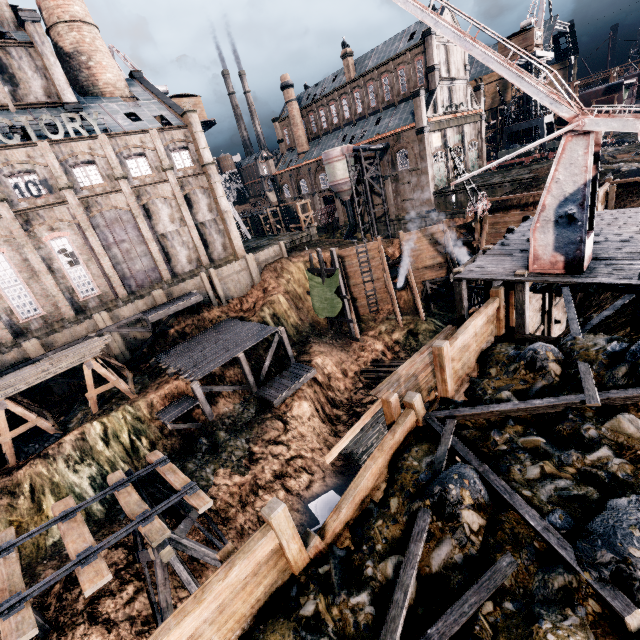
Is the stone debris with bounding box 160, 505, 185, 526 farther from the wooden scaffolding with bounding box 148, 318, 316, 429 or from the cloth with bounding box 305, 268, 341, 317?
the cloth with bounding box 305, 268, 341, 317

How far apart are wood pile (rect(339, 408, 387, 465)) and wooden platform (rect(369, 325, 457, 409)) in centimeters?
1342cm

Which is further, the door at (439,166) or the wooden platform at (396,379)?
the door at (439,166)

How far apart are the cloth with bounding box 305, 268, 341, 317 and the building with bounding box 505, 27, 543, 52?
49.16m

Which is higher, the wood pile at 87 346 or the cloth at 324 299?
the wood pile at 87 346

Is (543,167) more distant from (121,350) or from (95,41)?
(95,41)

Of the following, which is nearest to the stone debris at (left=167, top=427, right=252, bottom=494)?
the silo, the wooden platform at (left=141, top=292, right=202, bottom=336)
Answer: the wooden platform at (left=141, top=292, right=202, bottom=336)

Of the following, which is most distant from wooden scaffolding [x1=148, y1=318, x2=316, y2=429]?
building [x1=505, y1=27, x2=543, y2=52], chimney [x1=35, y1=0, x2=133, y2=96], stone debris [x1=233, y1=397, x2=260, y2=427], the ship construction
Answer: the ship construction
